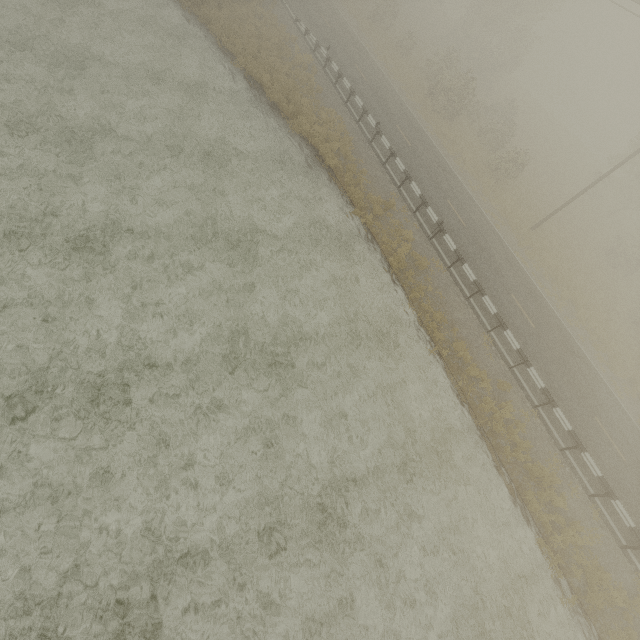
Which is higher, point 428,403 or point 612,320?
point 612,320
